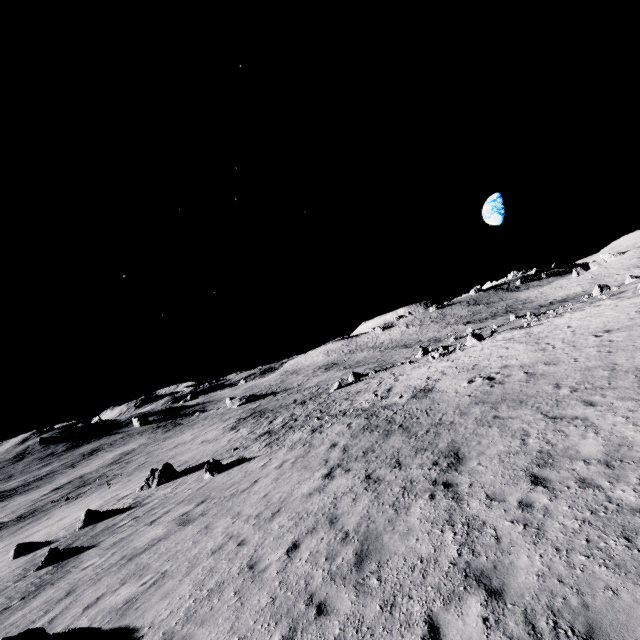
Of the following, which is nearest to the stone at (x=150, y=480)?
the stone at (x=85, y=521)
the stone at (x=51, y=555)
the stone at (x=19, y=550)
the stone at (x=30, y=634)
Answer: the stone at (x=85, y=521)

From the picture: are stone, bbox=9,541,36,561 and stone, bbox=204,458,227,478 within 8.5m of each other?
no

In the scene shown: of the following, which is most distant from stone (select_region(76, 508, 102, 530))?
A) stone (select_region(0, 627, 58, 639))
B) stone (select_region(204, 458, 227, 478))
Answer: stone (select_region(0, 627, 58, 639))

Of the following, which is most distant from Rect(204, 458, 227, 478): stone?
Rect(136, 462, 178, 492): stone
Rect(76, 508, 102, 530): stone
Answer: Rect(76, 508, 102, 530): stone

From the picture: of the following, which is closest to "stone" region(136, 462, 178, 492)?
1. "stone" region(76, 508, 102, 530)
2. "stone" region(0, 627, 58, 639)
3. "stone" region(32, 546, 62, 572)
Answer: "stone" region(76, 508, 102, 530)

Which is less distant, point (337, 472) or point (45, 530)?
point (337, 472)

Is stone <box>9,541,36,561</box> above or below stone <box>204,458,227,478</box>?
below

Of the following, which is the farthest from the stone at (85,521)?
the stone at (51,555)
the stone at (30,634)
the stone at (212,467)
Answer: the stone at (30,634)
